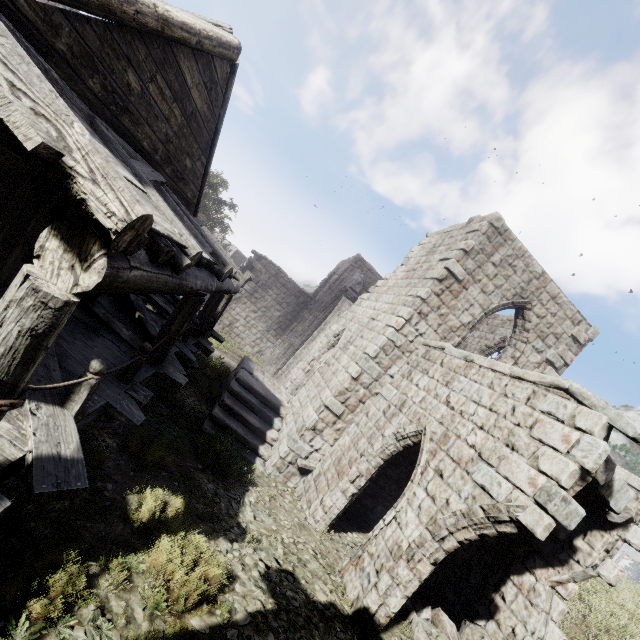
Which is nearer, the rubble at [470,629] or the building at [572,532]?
the building at [572,532]

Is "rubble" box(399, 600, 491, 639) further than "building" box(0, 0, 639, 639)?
Yes

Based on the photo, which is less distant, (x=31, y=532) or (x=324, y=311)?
(x=31, y=532)
